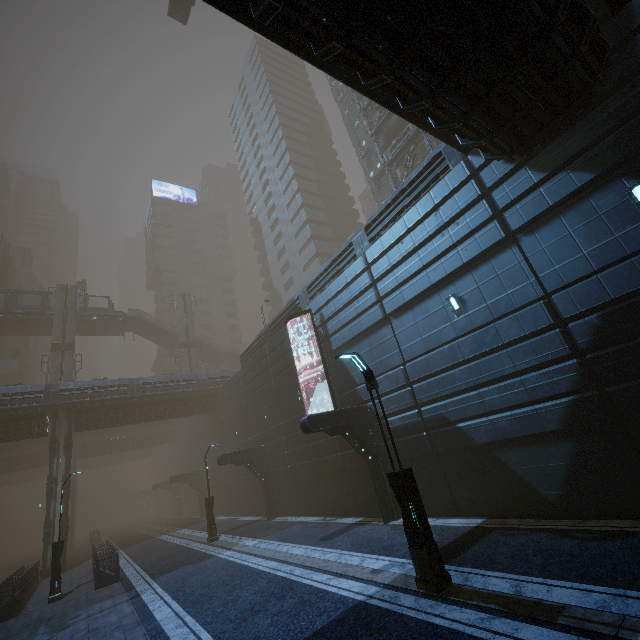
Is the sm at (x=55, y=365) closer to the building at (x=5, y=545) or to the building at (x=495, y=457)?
the building at (x=495, y=457)

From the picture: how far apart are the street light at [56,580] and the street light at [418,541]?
18.0m

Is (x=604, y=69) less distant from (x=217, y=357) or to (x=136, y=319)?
(x=217, y=357)

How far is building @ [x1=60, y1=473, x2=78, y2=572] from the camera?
23.7 meters

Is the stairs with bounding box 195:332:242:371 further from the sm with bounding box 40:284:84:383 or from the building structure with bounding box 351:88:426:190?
the building structure with bounding box 351:88:426:190

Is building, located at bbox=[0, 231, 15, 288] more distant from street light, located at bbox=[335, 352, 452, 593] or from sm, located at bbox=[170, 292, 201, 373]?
street light, located at bbox=[335, 352, 452, 593]

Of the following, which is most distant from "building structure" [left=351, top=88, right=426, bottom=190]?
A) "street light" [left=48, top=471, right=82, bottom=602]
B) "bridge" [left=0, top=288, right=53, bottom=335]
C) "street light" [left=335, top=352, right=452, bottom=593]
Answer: "bridge" [left=0, top=288, right=53, bottom=335]

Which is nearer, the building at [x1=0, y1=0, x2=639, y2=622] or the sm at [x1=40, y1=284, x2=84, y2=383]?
the building at [x1=0, y1=0, x2=639, y2=622]
